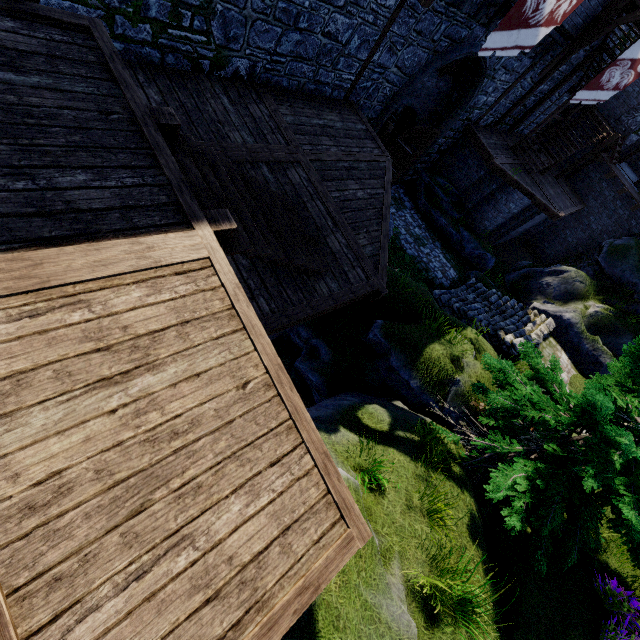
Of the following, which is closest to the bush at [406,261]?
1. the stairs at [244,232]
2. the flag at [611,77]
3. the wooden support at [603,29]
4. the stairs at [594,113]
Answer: the stairs at [594,113]

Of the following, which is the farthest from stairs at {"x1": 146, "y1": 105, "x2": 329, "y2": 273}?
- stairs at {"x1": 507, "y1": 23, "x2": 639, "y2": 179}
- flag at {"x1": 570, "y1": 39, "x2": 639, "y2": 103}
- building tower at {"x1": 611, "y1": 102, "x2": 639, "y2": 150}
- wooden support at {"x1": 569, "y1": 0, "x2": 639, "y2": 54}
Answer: building tower at {"x1": 611, "y1": 102, "x2": 639, "y2": 150}

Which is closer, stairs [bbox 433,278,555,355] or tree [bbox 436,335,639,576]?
tree [bbox 436,335,639,576]

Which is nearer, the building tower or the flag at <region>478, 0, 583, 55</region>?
the flag at <region>478, 0, 583, 55</region>

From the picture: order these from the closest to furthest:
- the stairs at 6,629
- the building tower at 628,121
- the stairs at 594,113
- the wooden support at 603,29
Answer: the stairs at 6,629 < the wooden support at 603,29 < the stairs at 594,113 < the building tower at 628,121

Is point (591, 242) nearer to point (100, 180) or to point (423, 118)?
point (423, 118)

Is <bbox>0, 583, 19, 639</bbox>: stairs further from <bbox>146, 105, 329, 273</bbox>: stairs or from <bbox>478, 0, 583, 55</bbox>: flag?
<bbox>478, 0, 583, 55</bbox>: flag

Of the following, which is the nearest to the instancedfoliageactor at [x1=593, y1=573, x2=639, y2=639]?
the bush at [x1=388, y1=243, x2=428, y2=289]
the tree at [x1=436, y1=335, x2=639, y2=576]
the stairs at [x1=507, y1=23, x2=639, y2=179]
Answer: the tree at [x1=436, y1=335, x2=639, y2=576]
